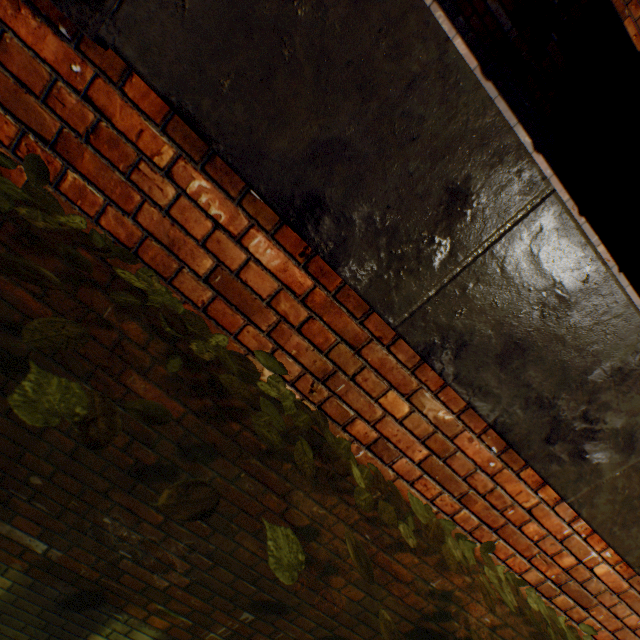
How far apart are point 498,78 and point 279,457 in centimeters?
360cm

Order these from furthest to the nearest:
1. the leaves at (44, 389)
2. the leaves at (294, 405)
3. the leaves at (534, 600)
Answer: the leaves at (534, 600) → the leaves at (294, 405) → the leaves at (44, 389)

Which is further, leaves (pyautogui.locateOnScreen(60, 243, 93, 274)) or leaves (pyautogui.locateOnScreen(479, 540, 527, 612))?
leaves (pyautogui.locateOnScreen(479, 540, 527, 612))

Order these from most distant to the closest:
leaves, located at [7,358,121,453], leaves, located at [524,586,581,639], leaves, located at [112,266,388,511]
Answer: leaves, located at [524,586,581,639], leaves, located at [112,266,388,511], leaves, located at [7,358,121,453]

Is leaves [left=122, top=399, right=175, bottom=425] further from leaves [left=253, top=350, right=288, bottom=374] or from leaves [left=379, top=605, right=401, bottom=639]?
leaves [left=379, top=605, right=401, bottom=639]

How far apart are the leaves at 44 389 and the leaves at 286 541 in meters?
0.5

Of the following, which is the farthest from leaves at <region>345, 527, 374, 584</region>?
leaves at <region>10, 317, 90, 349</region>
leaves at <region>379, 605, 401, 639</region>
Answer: leaves at <region>10, 317, 90, 349</region>
